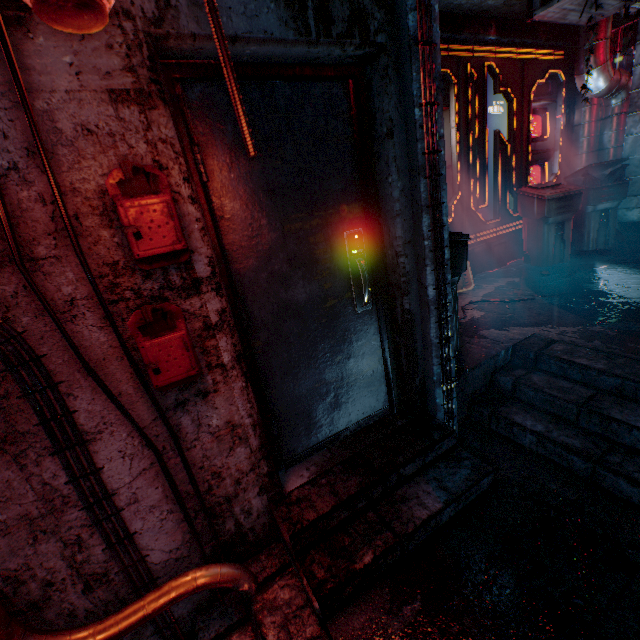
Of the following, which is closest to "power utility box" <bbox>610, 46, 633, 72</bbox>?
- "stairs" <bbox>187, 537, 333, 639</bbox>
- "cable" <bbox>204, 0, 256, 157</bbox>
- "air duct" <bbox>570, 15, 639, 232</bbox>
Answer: "air duct" <bbox>570, 15, 639, 232</bbox>

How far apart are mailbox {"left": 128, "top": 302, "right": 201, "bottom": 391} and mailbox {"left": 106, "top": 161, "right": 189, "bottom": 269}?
0.14m

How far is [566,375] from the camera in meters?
2.2

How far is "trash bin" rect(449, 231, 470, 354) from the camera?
2.25m

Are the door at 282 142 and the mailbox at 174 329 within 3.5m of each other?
yes

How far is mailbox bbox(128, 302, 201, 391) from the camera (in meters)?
1.24

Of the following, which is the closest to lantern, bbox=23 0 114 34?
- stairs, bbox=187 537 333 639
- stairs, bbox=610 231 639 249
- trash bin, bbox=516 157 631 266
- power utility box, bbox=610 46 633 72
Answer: stairs, bbox=187 537 333 639

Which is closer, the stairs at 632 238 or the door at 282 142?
the door at 282 142
